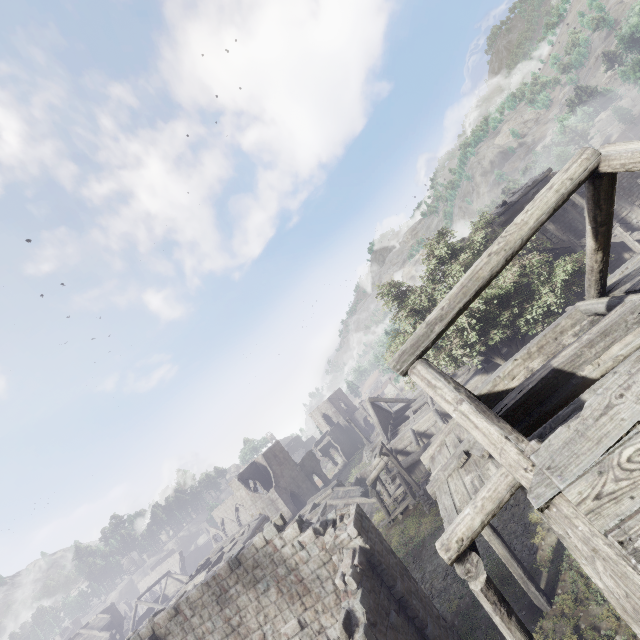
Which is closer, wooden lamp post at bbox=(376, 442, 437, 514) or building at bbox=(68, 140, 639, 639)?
building at bbox=(68, 140, 639, 639)

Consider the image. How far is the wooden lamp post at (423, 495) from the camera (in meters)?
19.25

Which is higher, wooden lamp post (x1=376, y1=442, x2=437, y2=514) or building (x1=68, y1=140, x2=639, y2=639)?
building (x1=68, y1=140, x2=639, y2=639)

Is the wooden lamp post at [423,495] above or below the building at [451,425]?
below

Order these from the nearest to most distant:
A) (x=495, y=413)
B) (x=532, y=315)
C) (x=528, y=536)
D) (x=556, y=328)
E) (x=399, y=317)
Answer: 1. (x=495, y=413)
2. (x=556, y=328)
3. (x=528, y=536)
4. (x=532, y=315)
5. (x=399, y=317)

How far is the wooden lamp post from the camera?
19.2m
